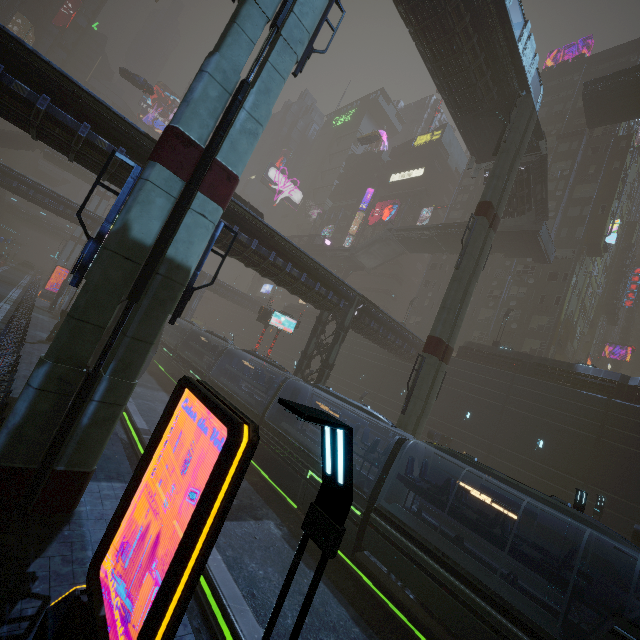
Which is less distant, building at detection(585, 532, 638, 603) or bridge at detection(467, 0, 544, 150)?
building at detection(585, 532, 638, 603)

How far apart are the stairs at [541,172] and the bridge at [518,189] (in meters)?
0.01

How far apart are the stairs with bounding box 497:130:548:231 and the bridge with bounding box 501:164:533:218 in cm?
1

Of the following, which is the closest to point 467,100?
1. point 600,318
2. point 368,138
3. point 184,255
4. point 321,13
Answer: point 321,13

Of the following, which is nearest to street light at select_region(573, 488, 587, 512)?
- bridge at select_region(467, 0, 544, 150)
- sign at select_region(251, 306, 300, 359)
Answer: sign at select_region(251, 306, 300, 359)

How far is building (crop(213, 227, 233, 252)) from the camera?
17.22m

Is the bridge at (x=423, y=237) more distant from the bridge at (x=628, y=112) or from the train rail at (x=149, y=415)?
the train rail at (x=149, y=415)
